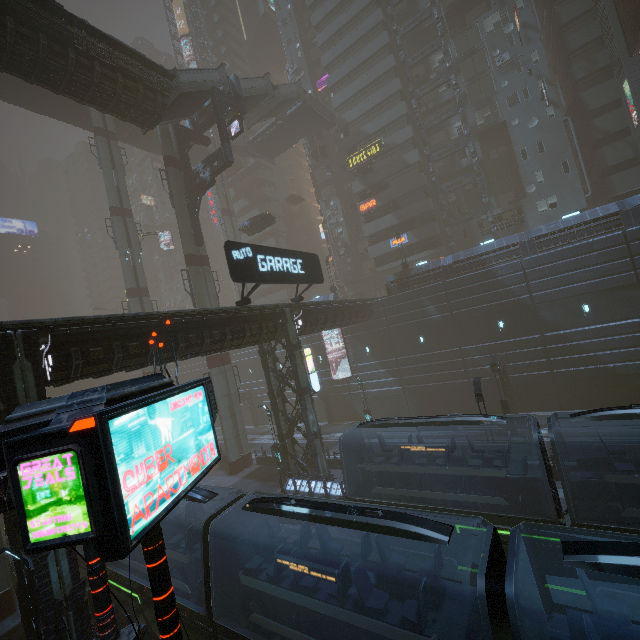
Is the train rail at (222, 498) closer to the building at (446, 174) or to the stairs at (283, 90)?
the building at (446, 174)

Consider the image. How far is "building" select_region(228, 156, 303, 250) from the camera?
54.62m

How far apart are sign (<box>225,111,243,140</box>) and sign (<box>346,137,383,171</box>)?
20.0m

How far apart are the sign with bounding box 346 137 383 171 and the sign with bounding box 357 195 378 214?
4.3 meters

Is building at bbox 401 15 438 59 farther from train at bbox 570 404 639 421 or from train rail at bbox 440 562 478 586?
train at bbox 570 404 639 421

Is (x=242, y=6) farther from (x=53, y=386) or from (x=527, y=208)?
(x=53, y=386)

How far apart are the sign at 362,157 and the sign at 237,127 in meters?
20.0

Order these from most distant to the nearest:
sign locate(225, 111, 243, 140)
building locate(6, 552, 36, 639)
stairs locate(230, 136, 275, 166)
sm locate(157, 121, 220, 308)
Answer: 1. stairs locate(230, 136, 275, 166)
2. sm locate(157, 121, 220, 308)
3. sign locate(225, 111, 243, 140)
4. building locate(6, 552, 36, 639)
